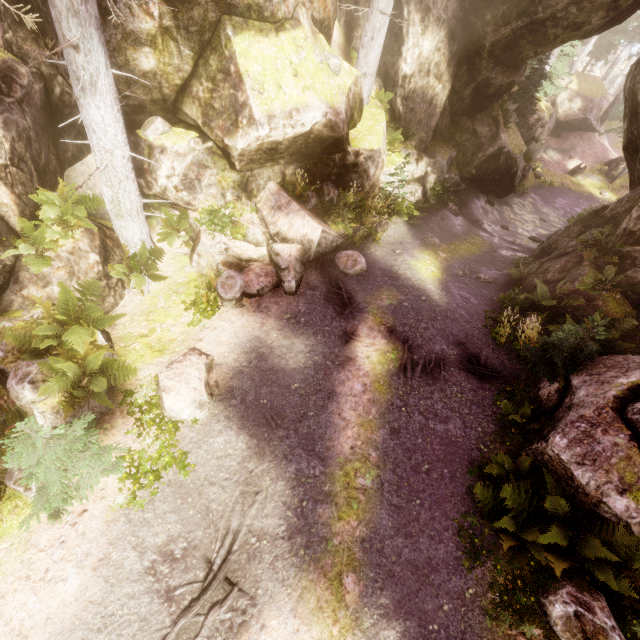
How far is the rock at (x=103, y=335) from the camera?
7.33m

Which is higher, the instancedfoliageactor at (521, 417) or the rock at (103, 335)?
the instancedfoliageactor at (521, 417)

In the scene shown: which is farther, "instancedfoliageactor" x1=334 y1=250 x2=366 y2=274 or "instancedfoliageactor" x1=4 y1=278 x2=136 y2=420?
"instancedfoliageactor" x1=334 y1=250 x2=366 y2=274

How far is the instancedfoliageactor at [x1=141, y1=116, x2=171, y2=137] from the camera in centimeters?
853cm

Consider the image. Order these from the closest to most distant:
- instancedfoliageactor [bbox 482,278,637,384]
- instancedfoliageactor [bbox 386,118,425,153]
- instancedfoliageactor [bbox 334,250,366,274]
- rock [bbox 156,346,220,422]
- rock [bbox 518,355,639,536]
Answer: rock [bbox 518,355,639,536] → rock [bbox 156,346,220,422] → instancedfoliageactor [bbox 482,278,637,384] → instancedfoliageactor [bbox 334,250,366,274] → instancedfoliageactor [bbox 386,118,425,153]

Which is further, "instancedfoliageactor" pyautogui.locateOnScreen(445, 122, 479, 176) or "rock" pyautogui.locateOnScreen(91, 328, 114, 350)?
"instancedfoliageactor" pyautogui.locateOnScreen(445, 122, 479, 176)

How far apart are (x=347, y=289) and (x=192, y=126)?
6.4 meters
